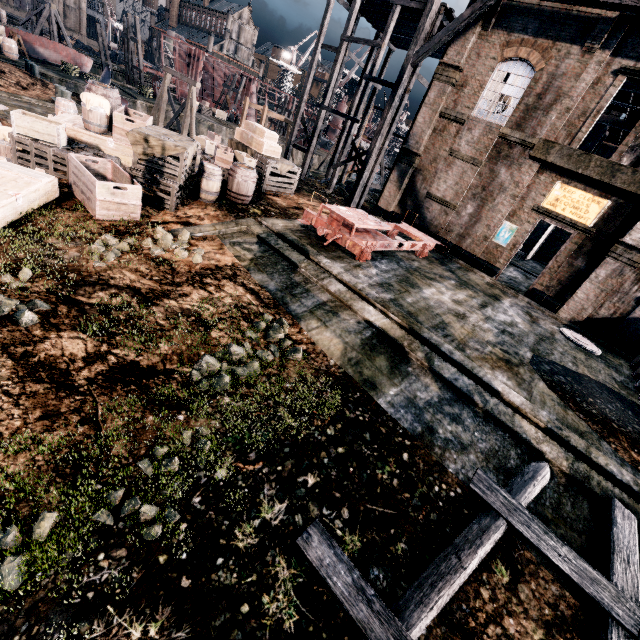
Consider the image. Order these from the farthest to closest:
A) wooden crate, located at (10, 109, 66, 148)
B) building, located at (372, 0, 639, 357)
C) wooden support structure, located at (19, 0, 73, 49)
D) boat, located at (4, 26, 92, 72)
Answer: wooden support structure, located at (19, 0, 73, 49)
boat, located at (4, 26, 92, 72)
building, located at (372, 0, 639, 357)
wooden crate, located at (10, 109, 66, 148)

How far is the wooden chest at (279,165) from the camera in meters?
16.7 m

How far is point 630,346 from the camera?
15.4m

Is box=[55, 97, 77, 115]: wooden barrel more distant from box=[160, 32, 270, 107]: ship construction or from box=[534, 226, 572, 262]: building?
box=[160, 32, 270, 107]: ship construction

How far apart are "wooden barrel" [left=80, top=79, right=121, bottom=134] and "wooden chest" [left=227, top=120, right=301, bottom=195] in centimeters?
481cm

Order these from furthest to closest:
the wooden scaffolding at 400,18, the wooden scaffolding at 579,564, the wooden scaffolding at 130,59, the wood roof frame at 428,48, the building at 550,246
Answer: the wooden scaffolding at 130,59, the building at 550,246, the wooden scaffolding at 400,18, the wood roof frame at 428,48, the wooden scaffolding at 579,564

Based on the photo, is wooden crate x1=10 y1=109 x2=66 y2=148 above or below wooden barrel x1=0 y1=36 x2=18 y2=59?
above

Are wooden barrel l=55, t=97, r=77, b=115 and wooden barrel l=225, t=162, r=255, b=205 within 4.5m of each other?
no
